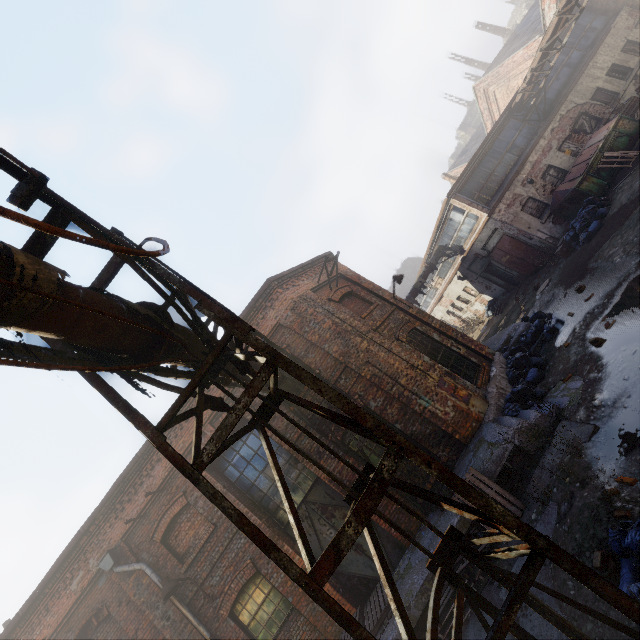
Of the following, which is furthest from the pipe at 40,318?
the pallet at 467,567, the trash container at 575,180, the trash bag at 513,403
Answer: the trash container at 575,180

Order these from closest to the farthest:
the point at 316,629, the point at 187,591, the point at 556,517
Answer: the point at 556,517, the point at 316,629, the point at 187,591

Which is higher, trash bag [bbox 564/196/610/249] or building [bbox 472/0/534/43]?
building [bbox 472/0/534/43]

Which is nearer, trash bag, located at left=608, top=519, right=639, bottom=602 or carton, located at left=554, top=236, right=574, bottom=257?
trash bag, located at left=608, top=519, right=639, bottom=602

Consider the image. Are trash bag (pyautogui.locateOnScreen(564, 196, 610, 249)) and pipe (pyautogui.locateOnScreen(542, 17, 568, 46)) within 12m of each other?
yes

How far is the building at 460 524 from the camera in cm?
677

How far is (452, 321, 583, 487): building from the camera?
6.98m

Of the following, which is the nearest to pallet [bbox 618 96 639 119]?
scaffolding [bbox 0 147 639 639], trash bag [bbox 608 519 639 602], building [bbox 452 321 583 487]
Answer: building [bbox 452 321 583 487]
